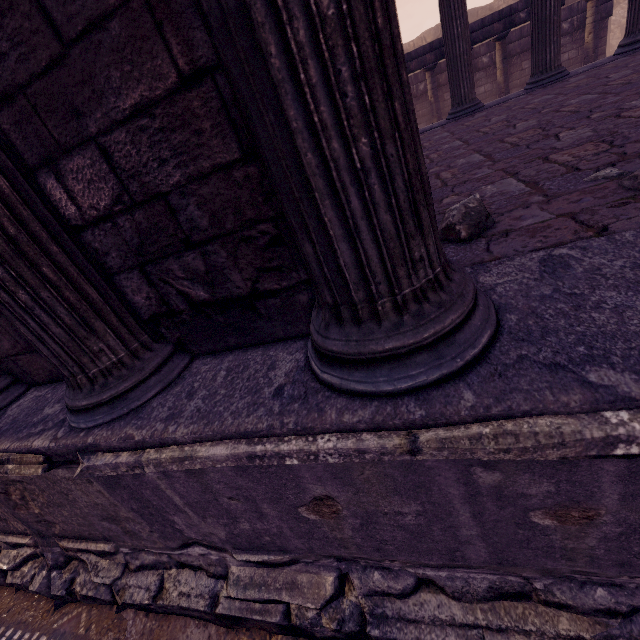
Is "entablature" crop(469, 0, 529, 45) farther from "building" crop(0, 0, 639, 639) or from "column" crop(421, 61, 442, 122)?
"building" crop(0, 0, 639, 639)

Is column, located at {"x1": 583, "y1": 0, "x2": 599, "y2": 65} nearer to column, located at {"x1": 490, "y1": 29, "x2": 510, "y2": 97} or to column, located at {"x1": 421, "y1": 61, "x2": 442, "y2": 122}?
column, located at {"x1": 490, "y1": 29, "x2": 510, "y2": 97}

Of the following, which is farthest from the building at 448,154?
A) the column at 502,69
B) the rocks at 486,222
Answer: the column at 502,69

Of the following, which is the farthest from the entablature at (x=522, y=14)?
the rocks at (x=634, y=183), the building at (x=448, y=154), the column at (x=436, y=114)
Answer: the rocks at (x=634, y=183)

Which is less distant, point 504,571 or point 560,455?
point 560,455

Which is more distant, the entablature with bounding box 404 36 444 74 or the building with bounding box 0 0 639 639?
the entablature with bounding box 404 36 444 74

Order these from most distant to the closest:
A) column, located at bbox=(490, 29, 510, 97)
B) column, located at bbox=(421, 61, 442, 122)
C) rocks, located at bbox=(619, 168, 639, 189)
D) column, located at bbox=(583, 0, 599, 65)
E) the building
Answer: column, located at bbox=(421, 61, 442, 122) < column, located at bbox=(490, 29, 510, 97) < column, located at bbox=(583, 0, 599, 65) < rocks, located at bbox=(619, 168, 639, 189) < the building

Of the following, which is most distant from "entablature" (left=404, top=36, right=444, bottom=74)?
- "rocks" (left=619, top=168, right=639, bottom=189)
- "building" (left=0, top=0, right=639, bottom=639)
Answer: "rocks" (left=619, top=168, right=639, bottom=189)
